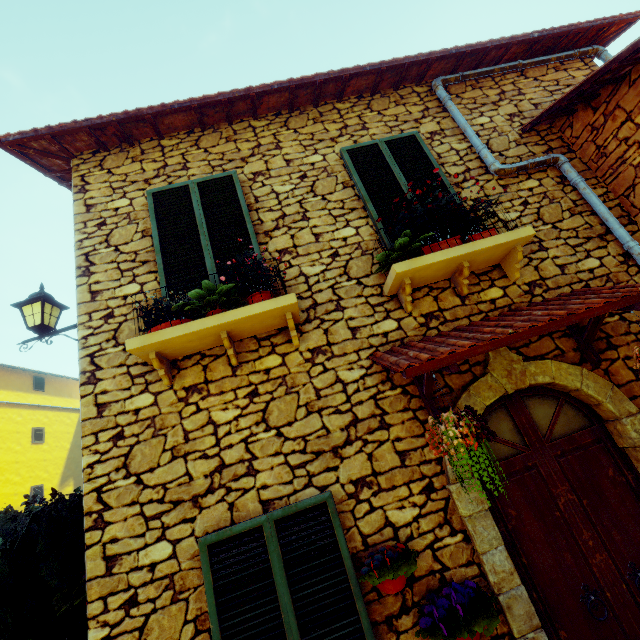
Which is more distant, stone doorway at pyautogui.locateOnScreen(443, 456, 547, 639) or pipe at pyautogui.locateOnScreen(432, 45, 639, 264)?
pipe at pyautogui.locateOnScreen(432, 45, 639, 264)

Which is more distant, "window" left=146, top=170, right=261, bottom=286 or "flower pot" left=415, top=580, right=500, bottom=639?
"window" left=146, top=170, right=261, bottom=286

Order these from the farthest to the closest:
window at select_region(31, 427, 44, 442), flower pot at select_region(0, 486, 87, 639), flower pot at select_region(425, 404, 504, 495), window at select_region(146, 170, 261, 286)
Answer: window at select_region(31, 427, 44, 442), window at select_region(146, 170, 261, 286), flower pot at select_region(0, 486, 87, 639), flower pot at select_region(425, 404, 504, 495)

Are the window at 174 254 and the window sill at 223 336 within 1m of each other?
yes

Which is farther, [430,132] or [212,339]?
[430,132]

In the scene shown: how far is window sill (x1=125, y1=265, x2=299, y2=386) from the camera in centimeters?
278cm

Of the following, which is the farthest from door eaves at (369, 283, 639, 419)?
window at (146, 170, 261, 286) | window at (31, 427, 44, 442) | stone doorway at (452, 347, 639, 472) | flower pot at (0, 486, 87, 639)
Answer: window at (31, 427, 44, 442)

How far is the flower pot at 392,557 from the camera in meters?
2.3
